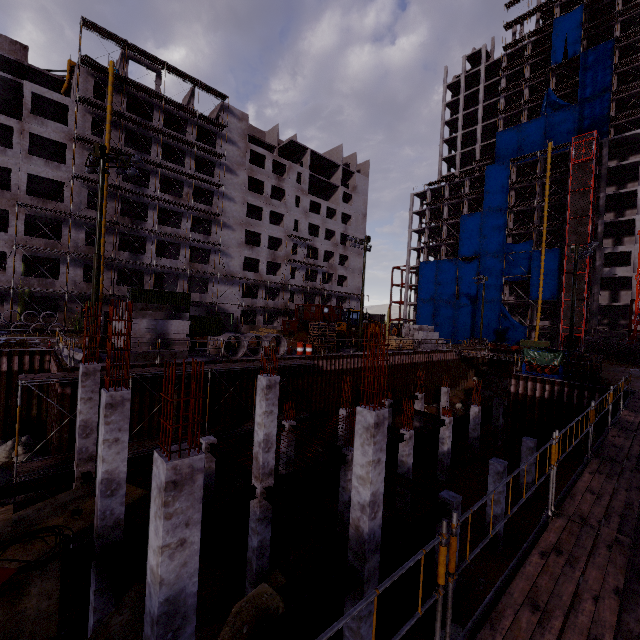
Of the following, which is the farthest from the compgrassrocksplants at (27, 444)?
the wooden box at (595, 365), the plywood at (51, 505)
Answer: the wooden box at (595, 365)

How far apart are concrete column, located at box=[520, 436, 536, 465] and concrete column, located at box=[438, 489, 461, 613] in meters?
9.3

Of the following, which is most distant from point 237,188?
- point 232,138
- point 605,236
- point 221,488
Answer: point 605,236

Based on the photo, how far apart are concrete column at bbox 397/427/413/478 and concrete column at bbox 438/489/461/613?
6.2m

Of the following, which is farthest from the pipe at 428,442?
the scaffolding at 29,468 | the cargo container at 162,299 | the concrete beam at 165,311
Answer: the cargo container at 162,299

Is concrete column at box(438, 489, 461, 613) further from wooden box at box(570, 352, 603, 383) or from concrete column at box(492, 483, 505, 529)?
wooden box at box(570, 352, 603, 383)

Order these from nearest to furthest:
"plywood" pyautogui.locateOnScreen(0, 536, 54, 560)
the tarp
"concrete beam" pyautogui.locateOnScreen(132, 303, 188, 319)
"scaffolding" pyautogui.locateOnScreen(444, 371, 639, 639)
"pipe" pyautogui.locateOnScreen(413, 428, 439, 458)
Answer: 1. "scaffolding" pyautogui.locateOnScreen(444, 371, 639, 639)
2. "plywood" pyautogui.locateOnScreen(0, 536, 54, 560)
3. "concrete beam" pyautogui.locateOnScreen(132, 303, 188, 319)
4. "pipe" pyautogui.locateOnScreen(413, 428, 439, 458)
5. the tarp

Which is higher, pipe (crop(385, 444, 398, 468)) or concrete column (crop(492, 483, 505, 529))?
concrete column (crop(492, 483, 505, 529))
